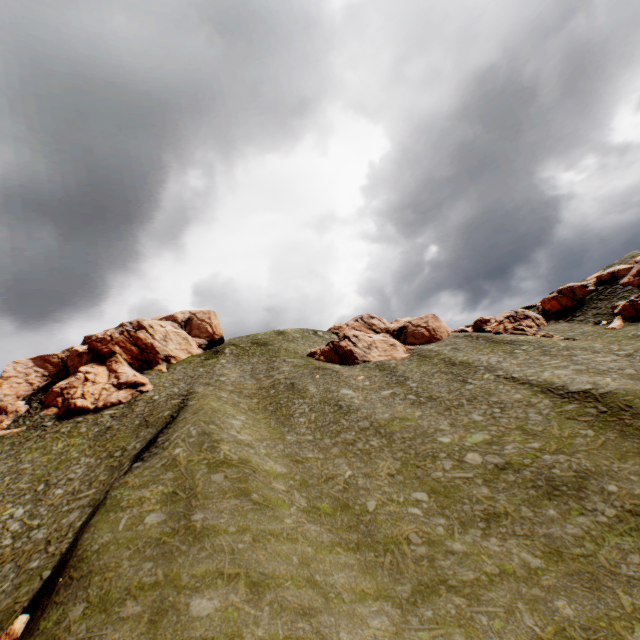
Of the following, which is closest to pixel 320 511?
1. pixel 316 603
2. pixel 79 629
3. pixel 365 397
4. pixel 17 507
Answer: pixel 316 603

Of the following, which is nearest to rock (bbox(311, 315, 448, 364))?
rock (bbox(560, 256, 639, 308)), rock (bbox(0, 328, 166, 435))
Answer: rock (bbox(560, 256, 639, 308))

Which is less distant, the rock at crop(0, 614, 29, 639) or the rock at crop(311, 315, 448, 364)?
the rock at crop(0, 614, 29, 639)

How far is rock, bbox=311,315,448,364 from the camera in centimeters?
5409cm

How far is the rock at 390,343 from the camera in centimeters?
5409cm

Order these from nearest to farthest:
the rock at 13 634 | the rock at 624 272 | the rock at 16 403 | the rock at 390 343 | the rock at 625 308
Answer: the rock at 13 634
the rock at 625 308
the rock at 16 403
the rock at 624 272
the rock at 390 343

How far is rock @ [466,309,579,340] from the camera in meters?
48.8

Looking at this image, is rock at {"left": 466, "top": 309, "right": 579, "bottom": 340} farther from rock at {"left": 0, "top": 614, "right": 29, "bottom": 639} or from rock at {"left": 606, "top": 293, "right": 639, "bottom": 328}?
rock at {"left": 0, "top": 614, "right": 29, "bottom": 639}
